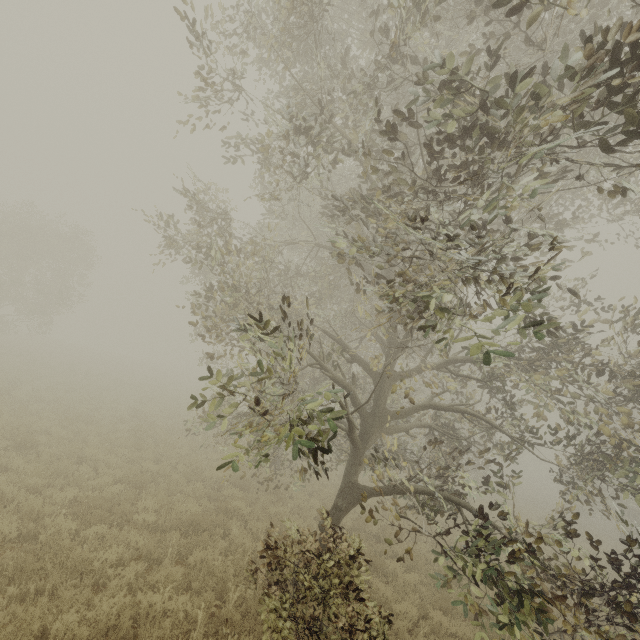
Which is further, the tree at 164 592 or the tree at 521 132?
the tree at 164 592

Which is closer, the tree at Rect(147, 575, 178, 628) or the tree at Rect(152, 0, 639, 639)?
the tree at Rect(152, 0, 639, 639)

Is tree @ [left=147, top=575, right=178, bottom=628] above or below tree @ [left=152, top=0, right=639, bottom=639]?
below

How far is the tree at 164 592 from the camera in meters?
5.3 m

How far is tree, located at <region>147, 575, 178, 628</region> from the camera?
5.3m

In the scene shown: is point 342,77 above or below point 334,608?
above
